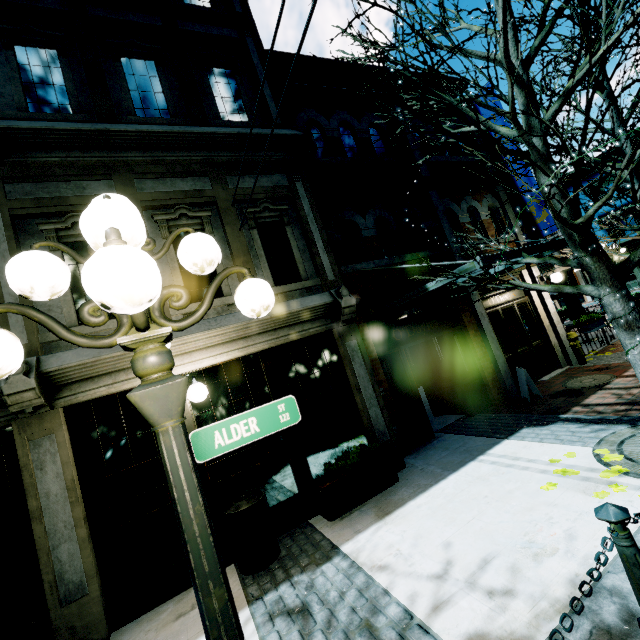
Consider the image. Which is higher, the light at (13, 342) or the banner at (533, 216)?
the banner at (533, 216)

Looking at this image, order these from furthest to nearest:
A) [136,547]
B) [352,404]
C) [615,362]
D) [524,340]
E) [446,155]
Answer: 1. [446,155]
2. [524,340]
3. [615,362]
4. [352,404]
5. [136,547]

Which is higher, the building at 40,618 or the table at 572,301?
the table at 572,301

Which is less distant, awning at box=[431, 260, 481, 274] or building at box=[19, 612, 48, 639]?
building at box=[19, 612, 48, 639]

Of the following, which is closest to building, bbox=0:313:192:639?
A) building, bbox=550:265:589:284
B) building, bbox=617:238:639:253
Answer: building, bbox=617:238:639:253

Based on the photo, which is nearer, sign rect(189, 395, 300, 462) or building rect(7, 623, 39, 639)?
sign rect(189, 395, 300, 462)

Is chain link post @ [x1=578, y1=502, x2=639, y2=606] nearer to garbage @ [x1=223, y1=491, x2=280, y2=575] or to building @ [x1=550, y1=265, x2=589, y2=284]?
garbage @ [x1=223, y1=491, x2=280, y2=575]

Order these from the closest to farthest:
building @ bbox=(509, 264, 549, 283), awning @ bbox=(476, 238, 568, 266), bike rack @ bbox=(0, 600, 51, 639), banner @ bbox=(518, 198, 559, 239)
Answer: bike rack @ bbox=(0, 600, 51, 639)
awning @ bbox=(476, 238, 568, 266)
banner @ bbox=(518, 198, 559, 239)
building @ bbox=(509, 264, 549, 283)
